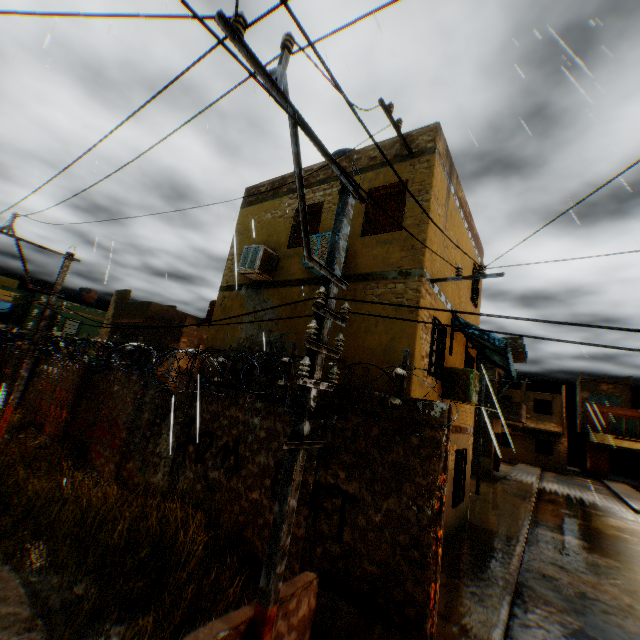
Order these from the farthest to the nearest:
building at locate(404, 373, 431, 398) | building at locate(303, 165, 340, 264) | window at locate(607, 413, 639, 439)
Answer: window at locate(607, 413, 639, 439) → building at locate(303, 165, 340, 264) → building at locate(404, 373, 431, 398)

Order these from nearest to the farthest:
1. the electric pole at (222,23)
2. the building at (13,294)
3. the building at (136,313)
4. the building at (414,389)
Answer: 1. the electric pole at (222,23)
2. the building at (414,389)
3. the building at (136,313)
4. the building at (13,294)

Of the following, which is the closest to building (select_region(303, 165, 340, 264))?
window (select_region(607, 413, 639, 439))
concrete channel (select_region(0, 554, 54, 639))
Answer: concrete channel (select_region(0, 554, 54, 639))

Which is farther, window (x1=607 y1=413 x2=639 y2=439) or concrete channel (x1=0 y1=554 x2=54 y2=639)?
window (x1=607 y1=413 x2=639 y2=439)

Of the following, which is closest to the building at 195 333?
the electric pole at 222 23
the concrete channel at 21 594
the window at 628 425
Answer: the concrete channel at 21 594

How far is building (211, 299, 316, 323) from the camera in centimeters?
849cm

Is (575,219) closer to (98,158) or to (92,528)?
(92,528)

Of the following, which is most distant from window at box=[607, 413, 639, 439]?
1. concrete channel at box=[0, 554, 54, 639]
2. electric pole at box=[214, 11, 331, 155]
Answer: concrete channel at box=[0, 554, 54, 639]
